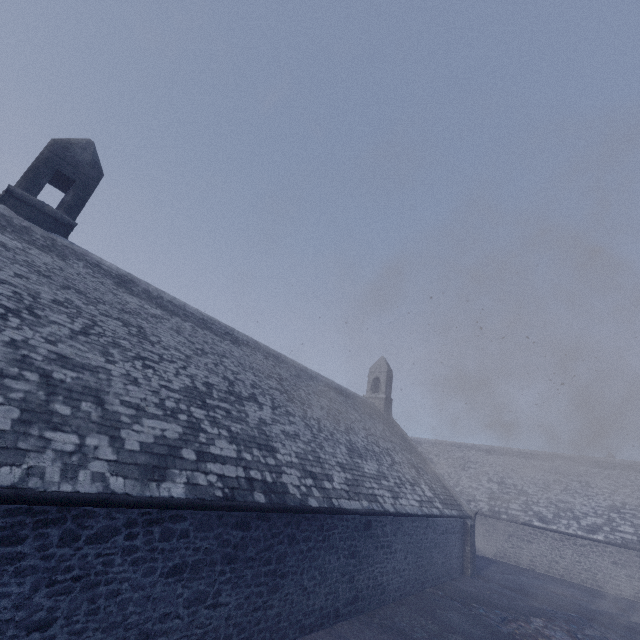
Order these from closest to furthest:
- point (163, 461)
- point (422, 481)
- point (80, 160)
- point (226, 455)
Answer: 1. point (163, 461)
2. point (226, 455)
3. point (80, 160)
4. point (422, 481)
